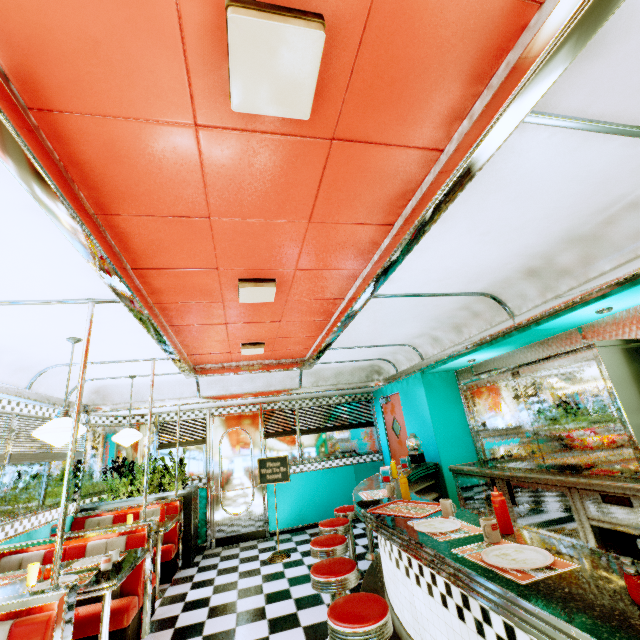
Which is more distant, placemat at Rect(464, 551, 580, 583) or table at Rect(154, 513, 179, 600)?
table at Rect(154, 513, 179, 600)

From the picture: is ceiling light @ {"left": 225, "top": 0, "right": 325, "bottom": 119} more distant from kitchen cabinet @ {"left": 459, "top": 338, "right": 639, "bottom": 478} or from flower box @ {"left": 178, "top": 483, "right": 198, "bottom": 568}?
flower box @ {"left": 178, "top": 483, "right": 198, "bottom": 568}

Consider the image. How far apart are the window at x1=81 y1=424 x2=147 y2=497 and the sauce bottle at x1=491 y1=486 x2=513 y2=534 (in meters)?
6.54

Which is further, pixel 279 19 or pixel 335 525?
pixel 335 525

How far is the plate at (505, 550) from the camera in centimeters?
140cm

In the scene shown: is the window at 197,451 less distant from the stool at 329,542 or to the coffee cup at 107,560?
the coffee cup at 107,560

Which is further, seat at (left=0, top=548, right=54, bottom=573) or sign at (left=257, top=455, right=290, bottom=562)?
sign at (left=257, top=455, right=290, bottom=562)

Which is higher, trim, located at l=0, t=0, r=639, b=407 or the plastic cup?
trim, located at l=0, t=0, r=639, b=407
